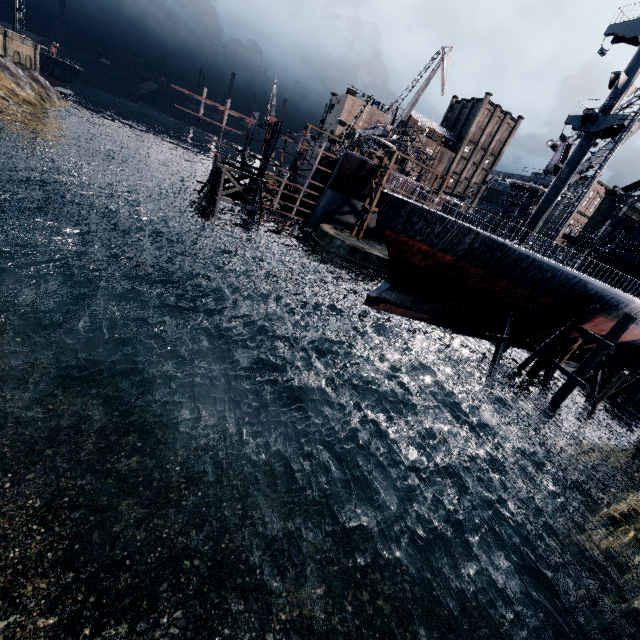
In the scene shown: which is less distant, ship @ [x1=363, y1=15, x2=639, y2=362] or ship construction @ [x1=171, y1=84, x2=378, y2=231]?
ship @ [x1=363, y1=15, x2=639, y2=362]

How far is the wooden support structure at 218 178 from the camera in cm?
3819

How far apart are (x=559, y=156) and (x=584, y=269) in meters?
17.6 m

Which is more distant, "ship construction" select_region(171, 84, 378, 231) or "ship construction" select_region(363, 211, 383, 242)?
"ship construction" select_region(363, 211, 383, 242)

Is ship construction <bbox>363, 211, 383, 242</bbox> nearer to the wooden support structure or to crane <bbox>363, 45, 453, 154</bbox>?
the wooden support structure

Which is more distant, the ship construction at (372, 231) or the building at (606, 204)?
the ship construction at (372, 231)

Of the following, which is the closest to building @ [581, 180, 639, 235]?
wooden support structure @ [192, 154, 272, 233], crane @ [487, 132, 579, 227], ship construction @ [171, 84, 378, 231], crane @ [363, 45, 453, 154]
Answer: ship construction @ [171, 84, 378, 231]
